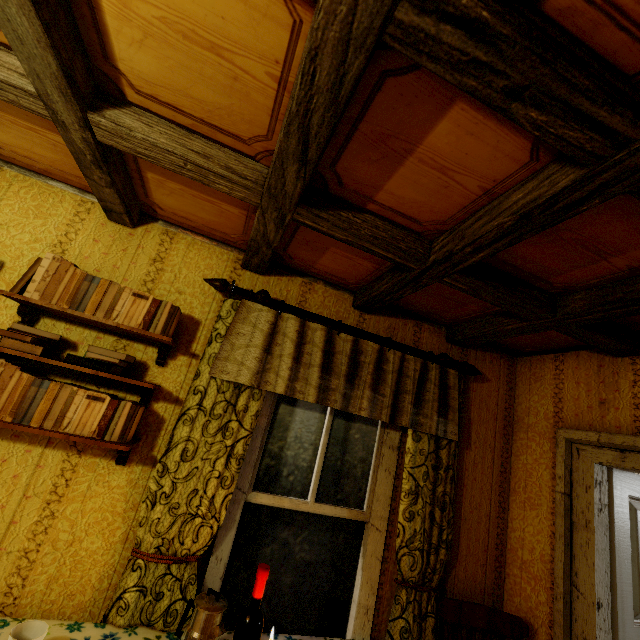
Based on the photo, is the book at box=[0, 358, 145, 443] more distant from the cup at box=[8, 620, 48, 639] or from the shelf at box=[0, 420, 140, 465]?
the cup at box=[8, 620, 48, 639]

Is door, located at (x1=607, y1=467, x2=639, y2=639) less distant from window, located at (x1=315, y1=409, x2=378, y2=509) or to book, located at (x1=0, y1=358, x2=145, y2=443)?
window, located at (x1=315, y1=409, x2=378, y2=509)

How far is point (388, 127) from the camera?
1.1 meters

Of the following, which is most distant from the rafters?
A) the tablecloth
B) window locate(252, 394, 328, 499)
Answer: the tablecloth

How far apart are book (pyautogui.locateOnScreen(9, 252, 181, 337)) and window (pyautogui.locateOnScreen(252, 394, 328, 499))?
0.8 meters

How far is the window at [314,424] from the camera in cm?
202

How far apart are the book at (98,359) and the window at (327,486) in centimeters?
93cm

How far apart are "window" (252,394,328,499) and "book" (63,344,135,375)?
0.9m
